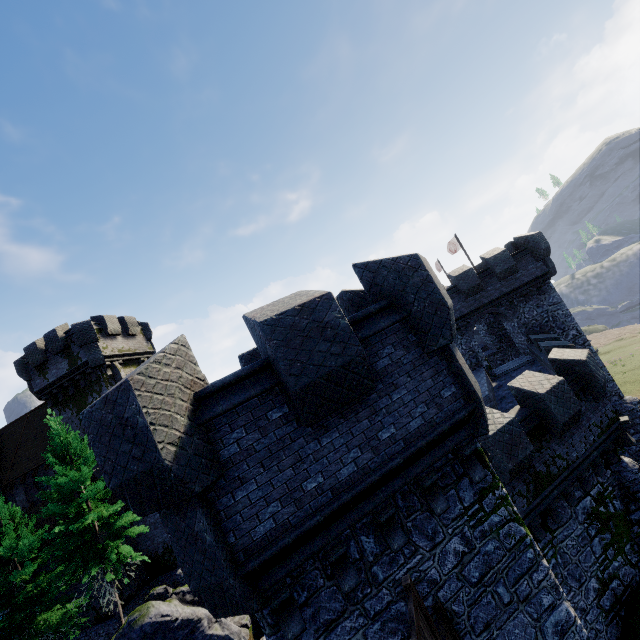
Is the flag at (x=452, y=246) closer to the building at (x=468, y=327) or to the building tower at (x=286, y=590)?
the building at (x=468, y=327)

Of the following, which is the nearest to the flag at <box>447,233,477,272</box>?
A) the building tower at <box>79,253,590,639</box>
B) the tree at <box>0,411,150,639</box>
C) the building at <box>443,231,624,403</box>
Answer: the building at <box>443,231,624,403</box>

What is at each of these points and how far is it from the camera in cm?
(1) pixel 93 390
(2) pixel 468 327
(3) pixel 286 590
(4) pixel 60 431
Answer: (1) building, 2550
(2) building, 2312
(3) building tower, 464
(4) tree, 1939

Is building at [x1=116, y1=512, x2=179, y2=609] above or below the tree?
below

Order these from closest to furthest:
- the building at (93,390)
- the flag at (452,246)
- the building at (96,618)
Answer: the building at (96,618) → the building at (93,390) → the flag at (452,246)

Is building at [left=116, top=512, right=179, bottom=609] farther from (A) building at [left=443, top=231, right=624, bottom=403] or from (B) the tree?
(A) building at [left=443, top=231, right=624, bottom=403]

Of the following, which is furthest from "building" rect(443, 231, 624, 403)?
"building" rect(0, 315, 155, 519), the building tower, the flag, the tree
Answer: "building" rect(0, 315, 155, 519)

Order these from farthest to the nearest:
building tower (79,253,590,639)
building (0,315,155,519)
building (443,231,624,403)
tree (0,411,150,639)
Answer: building (0,315,155,519) < building (443,231,624,403) < tree (0,411,150,639) < building tower (79,253,590,639)
